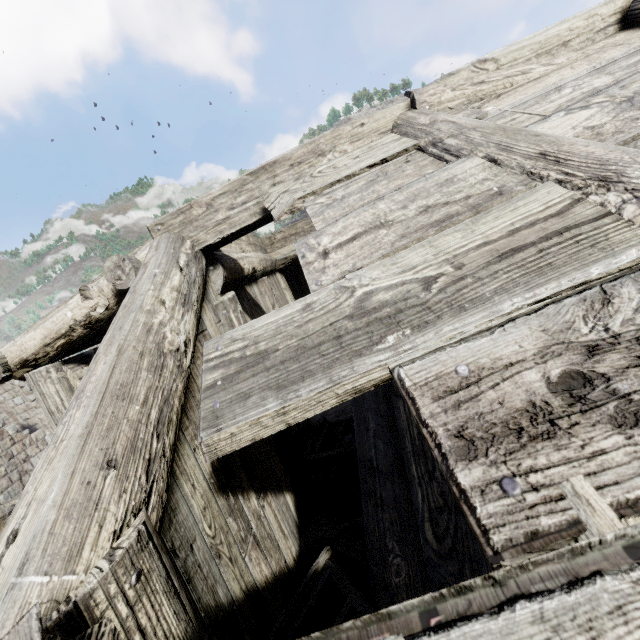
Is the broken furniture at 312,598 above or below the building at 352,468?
above

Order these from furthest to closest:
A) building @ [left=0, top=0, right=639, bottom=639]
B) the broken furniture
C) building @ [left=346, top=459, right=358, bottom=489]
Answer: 1. building @ [left=346, top=459, right=358, bottom=489]
2. the broken furniture
3. building @ [left=0, top=0, right=639, bottom=639]

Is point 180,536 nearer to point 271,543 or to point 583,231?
point 271,543

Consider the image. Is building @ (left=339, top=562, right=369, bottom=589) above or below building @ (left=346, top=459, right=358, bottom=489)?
above

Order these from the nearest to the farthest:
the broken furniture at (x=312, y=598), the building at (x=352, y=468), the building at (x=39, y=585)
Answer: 1. the building at (x=39, y=585)
2. the broken furniture at (x=312, y=598)
3. the building at (x=352, y=468)

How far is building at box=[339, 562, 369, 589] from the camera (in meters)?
2.13
